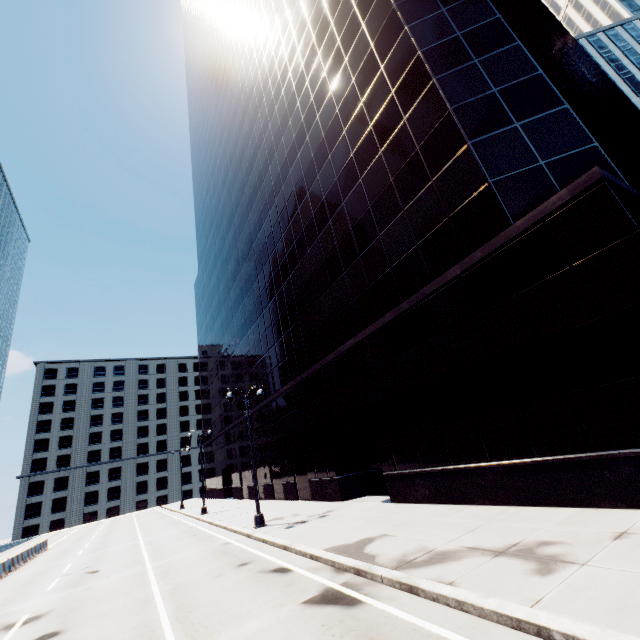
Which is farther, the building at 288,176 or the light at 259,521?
the light at 259,521

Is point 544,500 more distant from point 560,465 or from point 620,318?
point 620,318

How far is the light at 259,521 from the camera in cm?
1677

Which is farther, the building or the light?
the light

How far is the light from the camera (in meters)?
16.77

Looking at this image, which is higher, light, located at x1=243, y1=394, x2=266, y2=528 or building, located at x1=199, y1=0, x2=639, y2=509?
building, located at x1=199, y1=0, x2=639, y2=509
